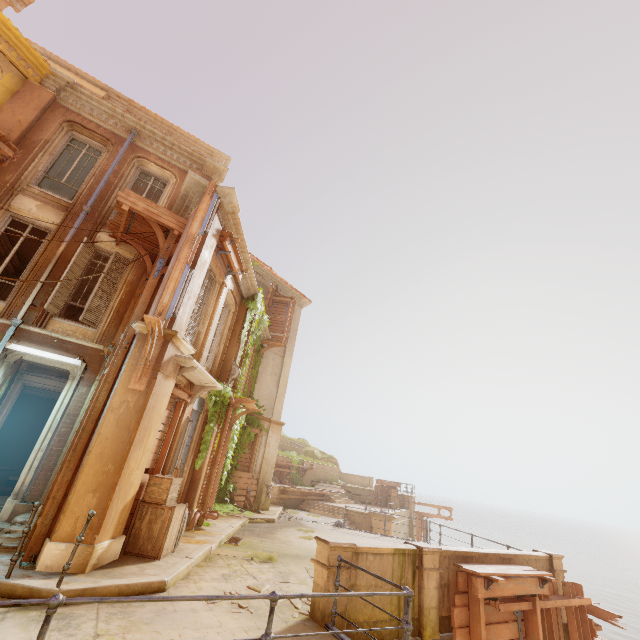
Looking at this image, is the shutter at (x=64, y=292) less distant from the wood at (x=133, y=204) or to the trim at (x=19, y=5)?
the wood at (x=133, y=204)

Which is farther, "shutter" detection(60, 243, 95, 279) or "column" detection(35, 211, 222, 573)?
"shutter" detection(60, 243, 95, 279)

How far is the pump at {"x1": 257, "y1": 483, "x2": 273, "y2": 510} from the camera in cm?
1662

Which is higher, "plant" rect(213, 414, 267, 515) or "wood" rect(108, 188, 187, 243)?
"wood" rect(108, 188, 187, 243)

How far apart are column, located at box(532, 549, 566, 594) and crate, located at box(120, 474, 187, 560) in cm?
984

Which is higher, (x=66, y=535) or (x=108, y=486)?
(x=108, y=486)

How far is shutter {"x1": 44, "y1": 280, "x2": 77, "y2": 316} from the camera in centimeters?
913cm

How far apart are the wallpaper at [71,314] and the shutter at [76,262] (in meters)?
7.43
